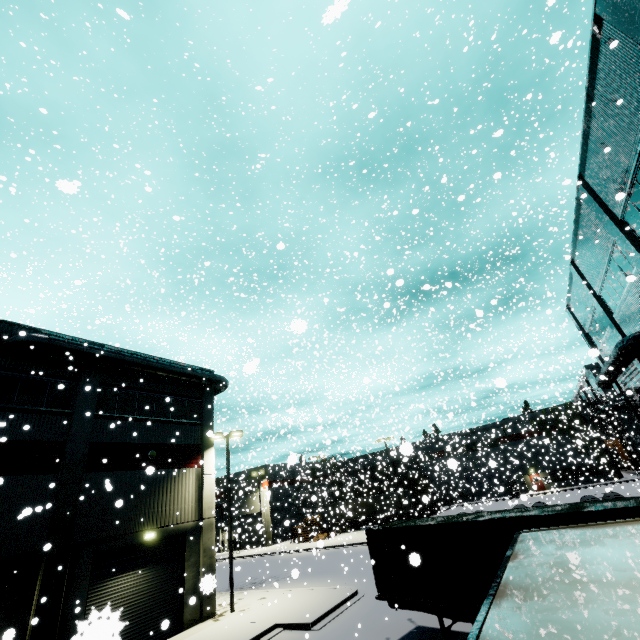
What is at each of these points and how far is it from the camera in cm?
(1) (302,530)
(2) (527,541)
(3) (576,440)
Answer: (1) pallet, 4388
(2) semi trailer, 472
(3) tree, 4259

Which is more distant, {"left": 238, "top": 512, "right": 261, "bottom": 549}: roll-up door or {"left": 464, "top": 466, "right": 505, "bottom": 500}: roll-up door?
{"left": 464, "top": 466, "right": 505, "bottom": 500}: roll-up door

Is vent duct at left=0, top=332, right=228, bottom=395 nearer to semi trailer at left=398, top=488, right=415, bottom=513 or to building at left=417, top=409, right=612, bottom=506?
building at left=417, top=409, right=612, bottom=506

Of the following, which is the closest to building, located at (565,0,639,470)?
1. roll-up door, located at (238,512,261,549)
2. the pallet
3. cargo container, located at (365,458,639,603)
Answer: roll-up door, located at (238,512,261,549)

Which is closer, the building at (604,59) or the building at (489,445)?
the building at (604,59)

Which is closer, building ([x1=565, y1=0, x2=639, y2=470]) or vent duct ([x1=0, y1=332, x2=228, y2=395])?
building ([x1=565, y1=0, x2=639, y2=470])

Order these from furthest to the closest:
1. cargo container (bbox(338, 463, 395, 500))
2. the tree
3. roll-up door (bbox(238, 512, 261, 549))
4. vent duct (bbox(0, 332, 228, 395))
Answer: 1. cargo container (bbox(338, 463, 395, 500))
2. the tree
3. roll-up door (bbox(238, 512, 261, 549))
4. vent duct (bbox(0, 332, 228, 395))

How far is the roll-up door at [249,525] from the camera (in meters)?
17.33
